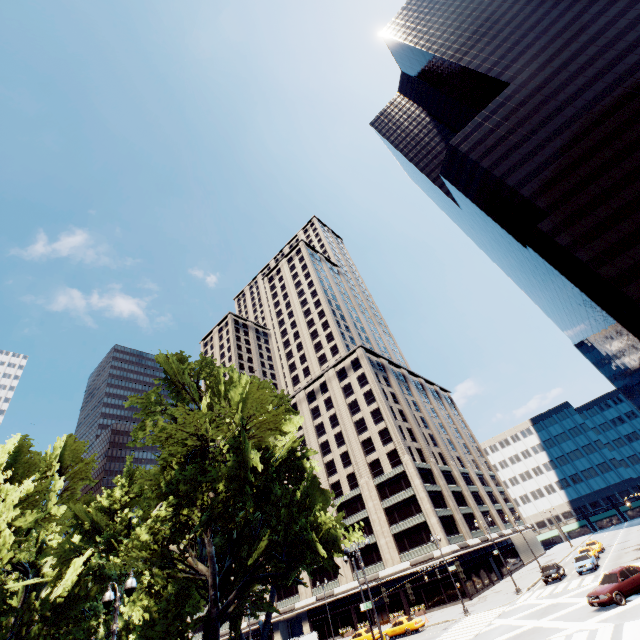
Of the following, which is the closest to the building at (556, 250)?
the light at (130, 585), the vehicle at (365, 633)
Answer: the vehicle at (365, 633)

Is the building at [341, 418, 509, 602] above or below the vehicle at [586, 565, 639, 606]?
above

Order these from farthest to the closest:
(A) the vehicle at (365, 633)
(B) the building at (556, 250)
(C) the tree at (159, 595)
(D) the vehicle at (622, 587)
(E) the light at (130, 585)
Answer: (B) the building at (556, 250), (A) the vehicle at (365, 633), (D) the vehicle at (622, 587), (C) the tree at (159, 595), (E) the light at (130, 585)

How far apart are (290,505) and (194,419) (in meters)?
7.20

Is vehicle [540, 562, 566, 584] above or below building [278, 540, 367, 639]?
below

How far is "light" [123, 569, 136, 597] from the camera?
12.1 meters

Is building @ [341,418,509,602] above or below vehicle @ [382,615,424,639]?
above

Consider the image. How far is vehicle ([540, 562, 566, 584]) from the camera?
35.17m
